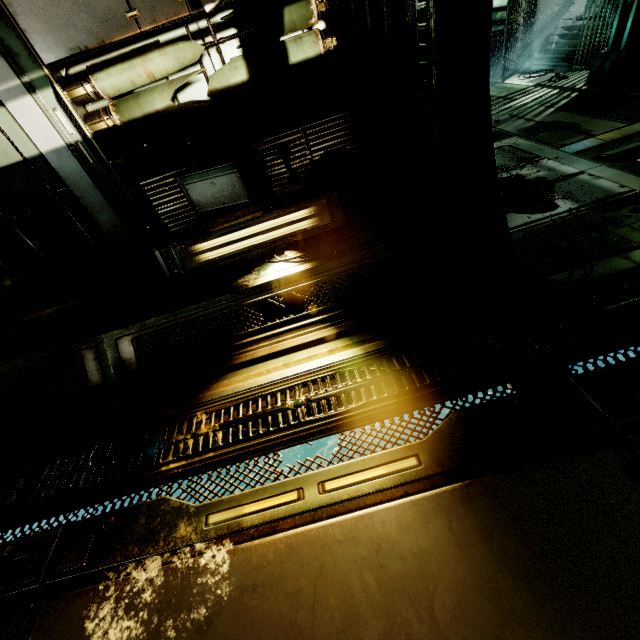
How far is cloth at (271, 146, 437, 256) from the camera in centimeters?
338cm

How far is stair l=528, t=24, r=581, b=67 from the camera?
9.6 meters

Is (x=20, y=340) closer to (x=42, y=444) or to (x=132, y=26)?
(x=42, y=444)

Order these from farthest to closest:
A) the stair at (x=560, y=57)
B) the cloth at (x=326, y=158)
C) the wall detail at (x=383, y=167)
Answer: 1. the stair at (x=560, y=57)
2. the cloth at (x=326, y=158)
3. the wall detail at (x=383, y=167)

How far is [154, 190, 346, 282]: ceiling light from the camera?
A: 3.41m

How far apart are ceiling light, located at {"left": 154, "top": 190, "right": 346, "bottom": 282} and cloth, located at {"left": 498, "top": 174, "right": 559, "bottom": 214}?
1.78m

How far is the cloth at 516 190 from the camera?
3.6m

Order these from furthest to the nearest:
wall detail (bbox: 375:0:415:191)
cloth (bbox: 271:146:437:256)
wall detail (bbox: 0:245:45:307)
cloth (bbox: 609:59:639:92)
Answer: cloth (bbox: 609:59:639:92), wall detail (bbox: 0:245:45:307), cloth (bbox: 271:146:437:256), wall detail (bbox: 375:0:415:191)
